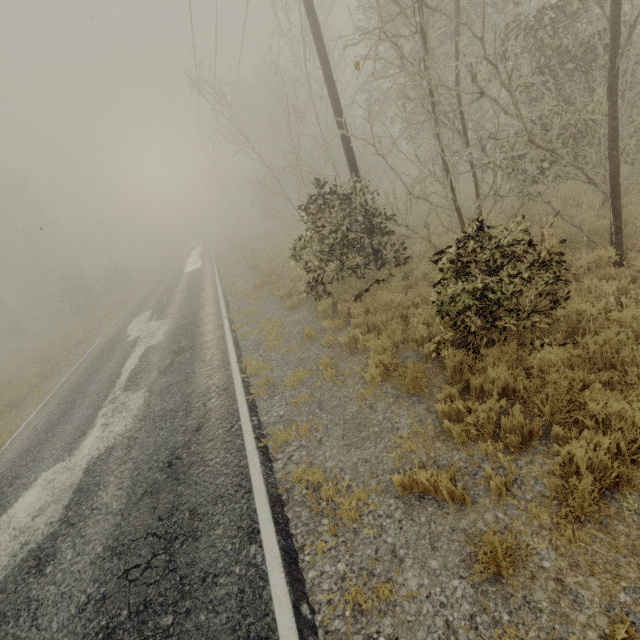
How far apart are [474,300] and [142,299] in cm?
2573
